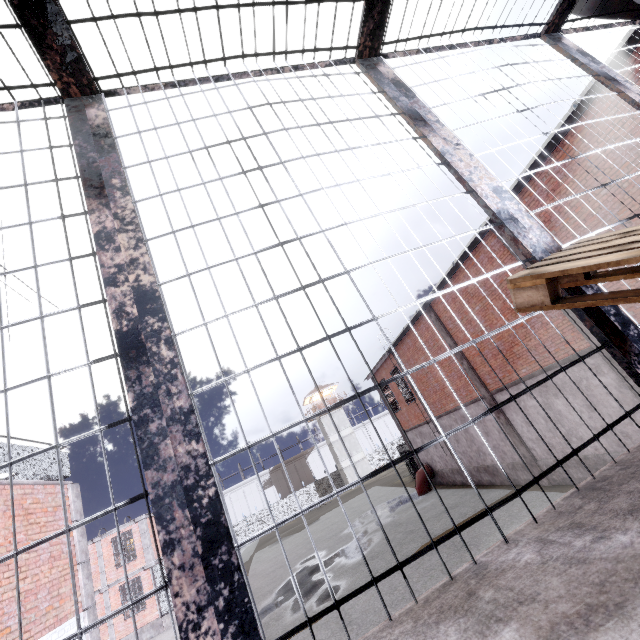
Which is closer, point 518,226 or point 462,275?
point 518,226

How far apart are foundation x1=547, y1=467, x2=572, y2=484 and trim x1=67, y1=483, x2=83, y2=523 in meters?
14.8

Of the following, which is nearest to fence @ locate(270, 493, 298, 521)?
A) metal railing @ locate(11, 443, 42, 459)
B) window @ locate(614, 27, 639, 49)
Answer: metal railing @ locate(11, 443, 42, 459)

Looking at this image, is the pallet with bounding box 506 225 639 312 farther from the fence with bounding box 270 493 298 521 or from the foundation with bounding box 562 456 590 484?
the foundation with bounding box 562 456 590 484

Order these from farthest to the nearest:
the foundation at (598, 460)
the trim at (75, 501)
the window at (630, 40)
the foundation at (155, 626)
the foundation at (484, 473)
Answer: the foundation at (155, 626), the foundation at (484, 473), the foundation at (598, 460), the trim at (75, 501), the window at (630, 40)

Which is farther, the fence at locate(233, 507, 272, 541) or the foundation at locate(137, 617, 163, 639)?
the fence at locate(233, 507, 272, 541)

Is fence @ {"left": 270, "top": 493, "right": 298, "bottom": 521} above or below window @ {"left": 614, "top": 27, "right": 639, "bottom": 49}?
below

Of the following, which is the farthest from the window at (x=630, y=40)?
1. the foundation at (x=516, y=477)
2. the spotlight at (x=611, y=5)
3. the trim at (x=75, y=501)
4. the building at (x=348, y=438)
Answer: the building at (x=348, y=438)
